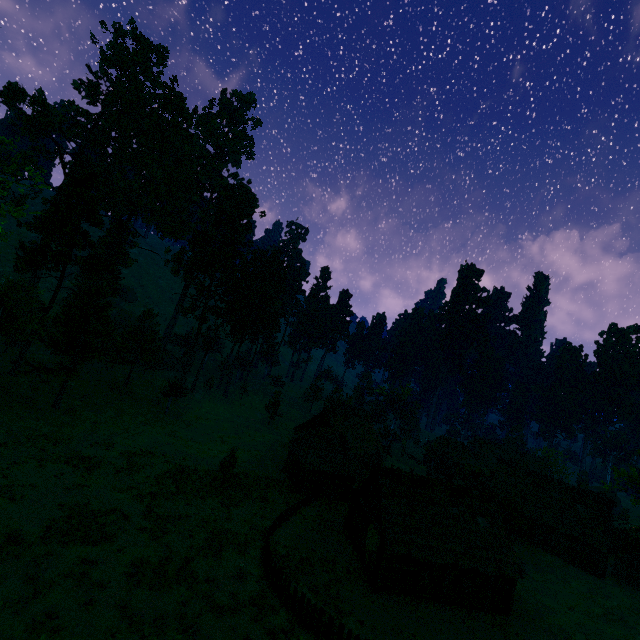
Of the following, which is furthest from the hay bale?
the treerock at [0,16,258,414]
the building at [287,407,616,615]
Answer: the treerock at [0,16,258,414]

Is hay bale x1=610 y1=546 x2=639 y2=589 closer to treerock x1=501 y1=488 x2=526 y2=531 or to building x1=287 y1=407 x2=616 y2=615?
building x1=287 y1=407 x2=616 y2=615

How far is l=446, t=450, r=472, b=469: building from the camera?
59.18m

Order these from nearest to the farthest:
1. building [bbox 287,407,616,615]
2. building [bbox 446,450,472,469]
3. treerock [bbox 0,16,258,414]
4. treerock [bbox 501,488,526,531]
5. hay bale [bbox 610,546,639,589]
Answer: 1. building [bbox 287,407,616,615]
2. treerock [bbox 0,16,258,414]
3. hay bale [bbox 610,546,639,589]
4. treerock [bbox 501,488,526,531]
5. building [bbox 446,450,472,469]

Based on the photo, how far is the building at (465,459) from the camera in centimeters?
5918cm

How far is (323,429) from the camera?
39.03m

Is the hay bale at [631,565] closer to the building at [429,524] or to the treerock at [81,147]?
the building at [429,524]
